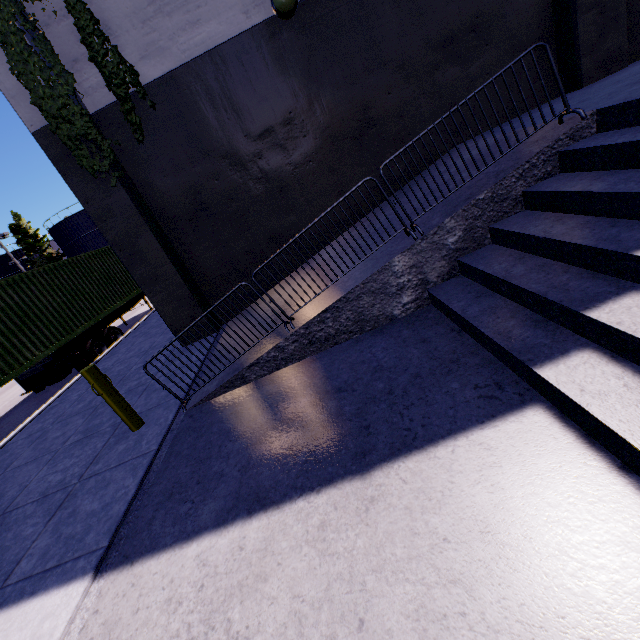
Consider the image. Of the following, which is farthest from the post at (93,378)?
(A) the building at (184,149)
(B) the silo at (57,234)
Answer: (B) the silo at (57,234)

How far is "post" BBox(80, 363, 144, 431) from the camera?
4.5 meters

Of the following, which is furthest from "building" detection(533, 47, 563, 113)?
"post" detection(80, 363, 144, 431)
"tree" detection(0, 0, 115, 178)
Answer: "post" detection(80, 363, 144, 431)

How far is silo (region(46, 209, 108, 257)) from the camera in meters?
47.7

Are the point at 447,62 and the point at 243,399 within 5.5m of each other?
no

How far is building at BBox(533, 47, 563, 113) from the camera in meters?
5.7

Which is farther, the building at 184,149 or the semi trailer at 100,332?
the semi trailer at 100,332

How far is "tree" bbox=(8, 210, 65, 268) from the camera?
49.00m
